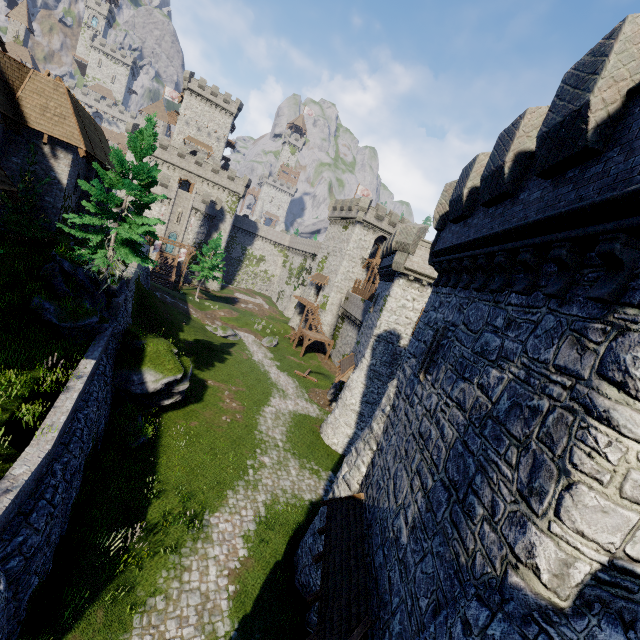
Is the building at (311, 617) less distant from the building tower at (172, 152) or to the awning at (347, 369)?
the awning at (347, 369)

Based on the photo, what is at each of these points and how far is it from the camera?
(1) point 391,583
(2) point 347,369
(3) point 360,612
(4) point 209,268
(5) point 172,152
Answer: (1) building, 7.19m
(2) awning, 26.83m
(3) awning, 7.48m
(4) instancedfoliageactor, 51.00m
(5) building tower, 56.75m

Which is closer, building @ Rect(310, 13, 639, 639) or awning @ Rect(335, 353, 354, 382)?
building @ Rect(310, 13, 639, 639)

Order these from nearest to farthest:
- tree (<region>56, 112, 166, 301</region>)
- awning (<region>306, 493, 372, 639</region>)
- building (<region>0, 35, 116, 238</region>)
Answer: awning (<region>306, 493, 372, 639</region>)
tree (<region>56, 112, 166, 301</region>)
building (<region>0, 35, 116, 238</region>)

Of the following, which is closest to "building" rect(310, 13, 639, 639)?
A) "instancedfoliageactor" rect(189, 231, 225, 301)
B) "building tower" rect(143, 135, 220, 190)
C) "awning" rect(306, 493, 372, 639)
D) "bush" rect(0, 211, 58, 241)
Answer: "awning" rect(306, 493, 372, 639)

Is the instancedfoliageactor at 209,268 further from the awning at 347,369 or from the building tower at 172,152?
the awning at 347,369

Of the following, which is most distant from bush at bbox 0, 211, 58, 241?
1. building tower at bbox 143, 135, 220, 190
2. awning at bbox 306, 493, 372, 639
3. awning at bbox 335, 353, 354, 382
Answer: building tower at bbox 143, 135, 220, 190
